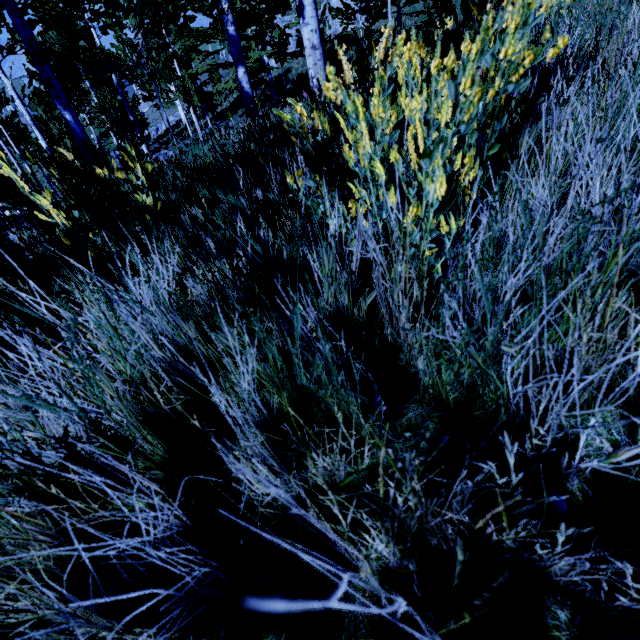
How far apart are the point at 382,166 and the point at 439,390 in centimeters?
68cm

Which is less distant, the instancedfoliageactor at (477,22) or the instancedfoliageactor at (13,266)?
the instancedfoliageactor at (477,22)

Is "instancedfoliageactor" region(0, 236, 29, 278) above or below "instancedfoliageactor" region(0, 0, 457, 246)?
below

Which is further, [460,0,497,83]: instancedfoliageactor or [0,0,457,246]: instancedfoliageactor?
[0,0,457,246]: instancedfoliageactor
